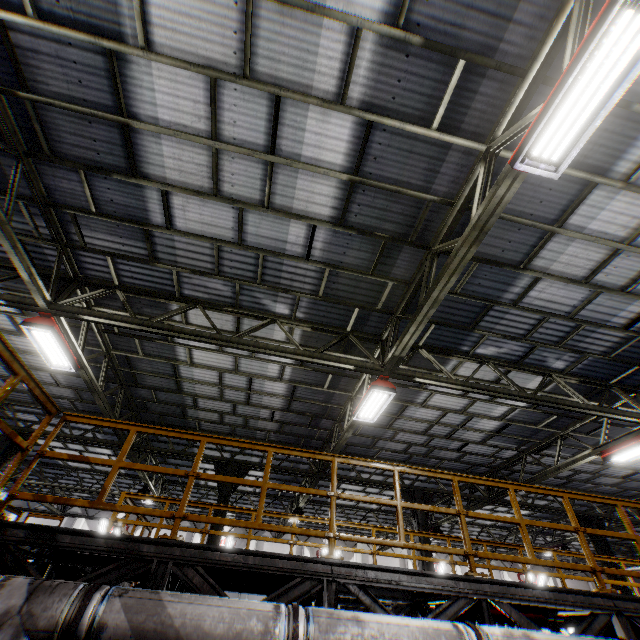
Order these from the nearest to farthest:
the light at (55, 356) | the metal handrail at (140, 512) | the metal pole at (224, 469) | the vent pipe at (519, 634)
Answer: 1. the vent pipe at (519, 634)
2. the metal handrail at (140, 512)
3. the light at (55, 356)
4. the metal pole at (224, 469)

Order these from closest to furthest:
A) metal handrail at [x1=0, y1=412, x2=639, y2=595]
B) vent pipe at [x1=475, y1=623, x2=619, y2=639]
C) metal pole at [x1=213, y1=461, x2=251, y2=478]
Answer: vent pipe at [x1=475, y1=623, x2=619, y2=639], metal handrail at [x1=0, y1=412, x2=639, y2=595], metal pole at [x1=213, y1=461, x2=251, y2=478]

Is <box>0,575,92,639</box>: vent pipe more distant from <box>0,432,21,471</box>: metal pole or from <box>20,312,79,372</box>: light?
<box>0,432,21,471</box>: metal pole

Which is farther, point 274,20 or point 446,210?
point 446,210

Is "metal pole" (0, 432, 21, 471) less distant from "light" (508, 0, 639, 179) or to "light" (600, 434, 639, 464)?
"light" (508, 0, 639, 179)

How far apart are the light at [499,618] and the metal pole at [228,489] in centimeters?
780cm

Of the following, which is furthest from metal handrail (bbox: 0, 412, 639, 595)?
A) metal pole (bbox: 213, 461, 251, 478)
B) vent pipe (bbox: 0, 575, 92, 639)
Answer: metal pole (bbox: 213, 461, 251, 478)

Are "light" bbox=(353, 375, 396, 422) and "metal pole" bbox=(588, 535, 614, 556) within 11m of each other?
no
